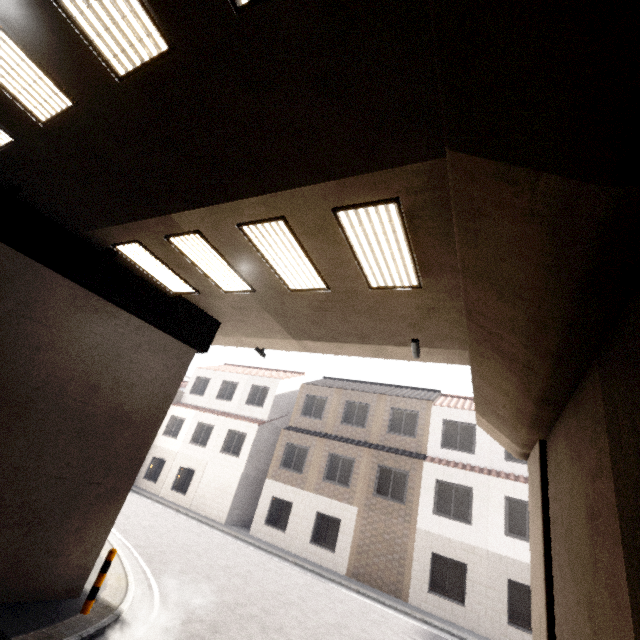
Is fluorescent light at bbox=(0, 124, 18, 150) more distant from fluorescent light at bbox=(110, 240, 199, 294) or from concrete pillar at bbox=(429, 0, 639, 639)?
concrete pillar at bbox=(429, 0, 639, 639)

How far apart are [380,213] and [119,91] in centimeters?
366cm

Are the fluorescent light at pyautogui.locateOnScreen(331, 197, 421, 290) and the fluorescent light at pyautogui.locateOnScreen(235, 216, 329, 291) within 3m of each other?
yes

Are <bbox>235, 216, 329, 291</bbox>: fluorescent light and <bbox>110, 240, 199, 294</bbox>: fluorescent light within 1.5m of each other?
no

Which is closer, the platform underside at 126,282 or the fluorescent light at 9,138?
the fluorescent light at 9,138

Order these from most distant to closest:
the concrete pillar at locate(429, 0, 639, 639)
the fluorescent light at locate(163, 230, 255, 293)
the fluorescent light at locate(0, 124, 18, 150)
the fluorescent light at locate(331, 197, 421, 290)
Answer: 1. the fluorescent light at locate(163, 230, 255, 293)
2. the fluorescent light at locate(0, 124, 18, 150)
3. the fluorescent light at locate(331, 197, 421, 290)
4. the concrete pillar at locate(429, 0, 639, 639)

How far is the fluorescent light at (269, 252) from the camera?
5.41m

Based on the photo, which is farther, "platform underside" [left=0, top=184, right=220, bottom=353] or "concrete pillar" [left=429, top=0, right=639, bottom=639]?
"platform underside" [left=0, top=184, right=220, bottom=353]
